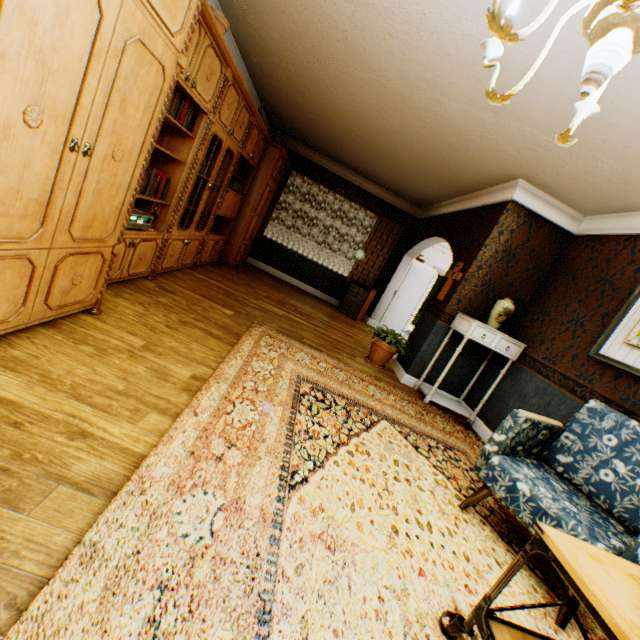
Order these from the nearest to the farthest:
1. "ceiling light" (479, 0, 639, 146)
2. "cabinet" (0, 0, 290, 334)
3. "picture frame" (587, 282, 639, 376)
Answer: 1. "ceiling light" (479, 0, 639, 146)
2. "cabinet" (0, 0, 290, 334)
3. "picture frame" (587, 282, 639, 376)

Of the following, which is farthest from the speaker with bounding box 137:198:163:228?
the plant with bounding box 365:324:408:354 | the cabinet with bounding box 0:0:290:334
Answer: the plant with bounding box 365:324:408:354

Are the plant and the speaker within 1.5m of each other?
no

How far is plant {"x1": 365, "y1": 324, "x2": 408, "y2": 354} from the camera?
4.9 meters

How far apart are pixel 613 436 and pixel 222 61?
4.83m

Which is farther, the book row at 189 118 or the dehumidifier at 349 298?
the dehumidifier at 349 298

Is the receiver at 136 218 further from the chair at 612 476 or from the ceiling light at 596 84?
the chair at 612 476

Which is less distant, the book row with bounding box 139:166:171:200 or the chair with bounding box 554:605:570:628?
the chair with bounding box 554:605:570:628
